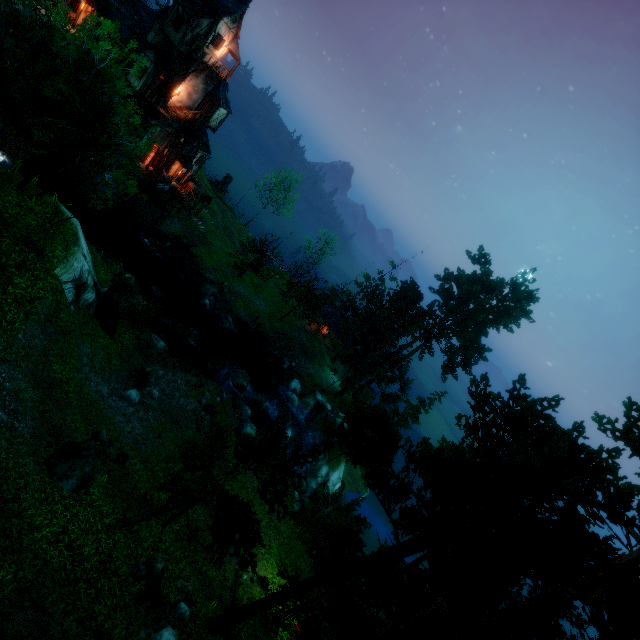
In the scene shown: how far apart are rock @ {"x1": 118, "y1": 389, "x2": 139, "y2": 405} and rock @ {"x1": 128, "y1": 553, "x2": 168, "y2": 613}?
9.01m

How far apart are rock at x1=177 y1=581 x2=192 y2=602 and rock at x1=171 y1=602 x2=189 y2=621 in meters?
0.3 m

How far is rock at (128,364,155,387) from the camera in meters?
20.1

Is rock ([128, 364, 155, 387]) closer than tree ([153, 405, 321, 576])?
No

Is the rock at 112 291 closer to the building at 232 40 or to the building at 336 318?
the building at 232 40

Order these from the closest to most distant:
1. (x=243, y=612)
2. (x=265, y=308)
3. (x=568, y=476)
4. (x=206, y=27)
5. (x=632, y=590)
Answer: (x=632, y=590)
(x=568, y=476)
(x=243, y=612)
(x=206, y=27)
(x=265, y=308)

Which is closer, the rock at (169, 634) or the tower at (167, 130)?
the rock at (169, 634)

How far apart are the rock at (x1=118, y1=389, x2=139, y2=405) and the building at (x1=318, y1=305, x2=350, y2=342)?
27.6 meters
